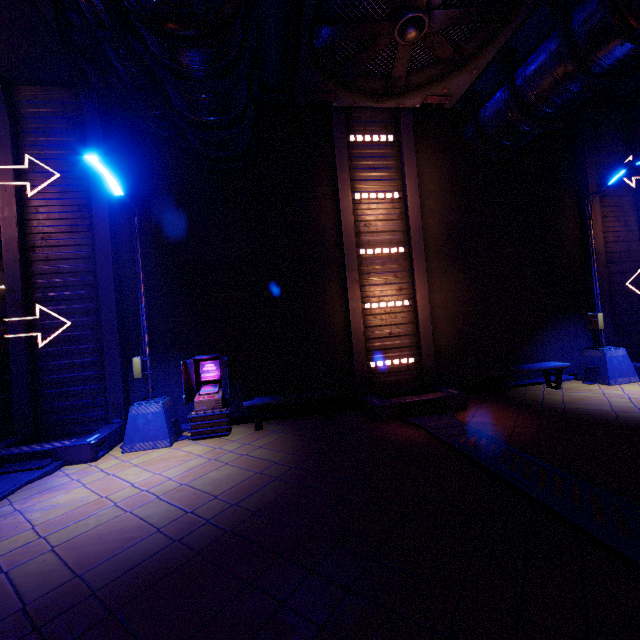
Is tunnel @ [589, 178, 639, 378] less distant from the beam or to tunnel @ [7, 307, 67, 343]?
the beam

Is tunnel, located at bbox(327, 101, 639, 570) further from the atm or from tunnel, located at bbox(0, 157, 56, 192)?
tunnel, located at bbox(0, 157, 56, 192)

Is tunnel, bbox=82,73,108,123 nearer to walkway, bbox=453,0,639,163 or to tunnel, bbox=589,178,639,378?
walkway, bbox=453,0,639,163

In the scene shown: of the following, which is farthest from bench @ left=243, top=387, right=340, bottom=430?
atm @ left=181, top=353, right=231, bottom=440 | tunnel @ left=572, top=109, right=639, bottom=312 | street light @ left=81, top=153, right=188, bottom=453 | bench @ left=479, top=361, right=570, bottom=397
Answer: tunnel @ left=572, top=109, right=639, bottom=312

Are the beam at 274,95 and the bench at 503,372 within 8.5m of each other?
no

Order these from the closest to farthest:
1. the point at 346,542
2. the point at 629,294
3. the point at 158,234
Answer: the point at 346,542 < the point at 158,234 < the point at 629,294

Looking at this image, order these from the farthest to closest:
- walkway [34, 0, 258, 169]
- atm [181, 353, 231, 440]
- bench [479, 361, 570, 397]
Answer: bench [479, 361, 570, 397], atm [181, 353, 231, 440], walkway [34, 0, 258, 169]

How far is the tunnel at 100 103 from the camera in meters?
8.1 m
